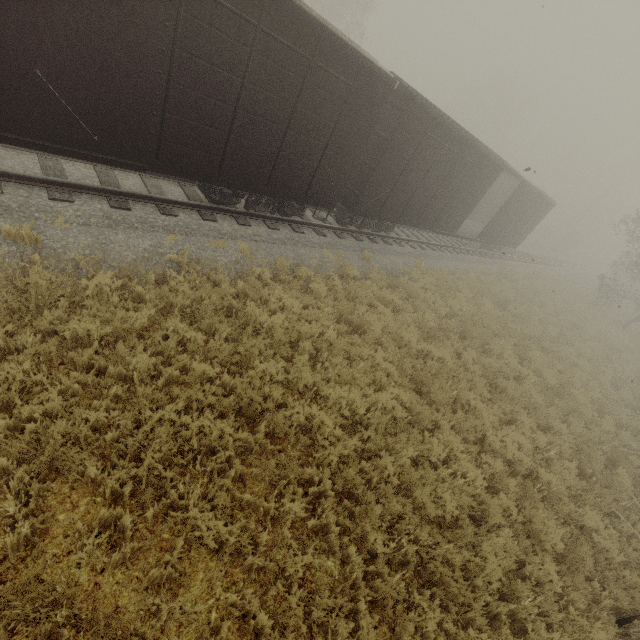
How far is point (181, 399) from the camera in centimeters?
450cm

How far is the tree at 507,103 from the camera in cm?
5156

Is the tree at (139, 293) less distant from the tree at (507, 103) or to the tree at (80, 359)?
the tree at (80, 359)

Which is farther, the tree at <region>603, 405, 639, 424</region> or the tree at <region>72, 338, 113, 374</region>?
the tree at <region>603, 405, 639, 424</region>

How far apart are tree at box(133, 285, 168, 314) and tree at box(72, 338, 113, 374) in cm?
144

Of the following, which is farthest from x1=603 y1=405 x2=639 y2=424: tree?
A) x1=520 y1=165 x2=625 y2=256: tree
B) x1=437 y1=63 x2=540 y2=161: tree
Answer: x1=520 y1=165 x2=625 y2=256: tree

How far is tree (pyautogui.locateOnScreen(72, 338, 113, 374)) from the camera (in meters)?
4.58

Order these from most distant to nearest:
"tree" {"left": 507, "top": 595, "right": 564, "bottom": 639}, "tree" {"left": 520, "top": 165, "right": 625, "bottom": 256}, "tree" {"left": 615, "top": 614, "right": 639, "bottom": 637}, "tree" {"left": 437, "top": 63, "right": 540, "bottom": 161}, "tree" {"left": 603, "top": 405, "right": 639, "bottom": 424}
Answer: "tree" {"left": 437, "top": 63, "right": 540, "bottom": 161}, "tree" {"left": 520, "top": 165, "right": 625, "bottom": 256}, "tree" {"left": 603, "top": 405, "right": 639, "bottom": 424}, "tree" {"left": 615, "top": 614, "right": 639, "bottom": 637}, "tree" {"left": 507, "top": 595, "right": 564, "bottom": 639}
